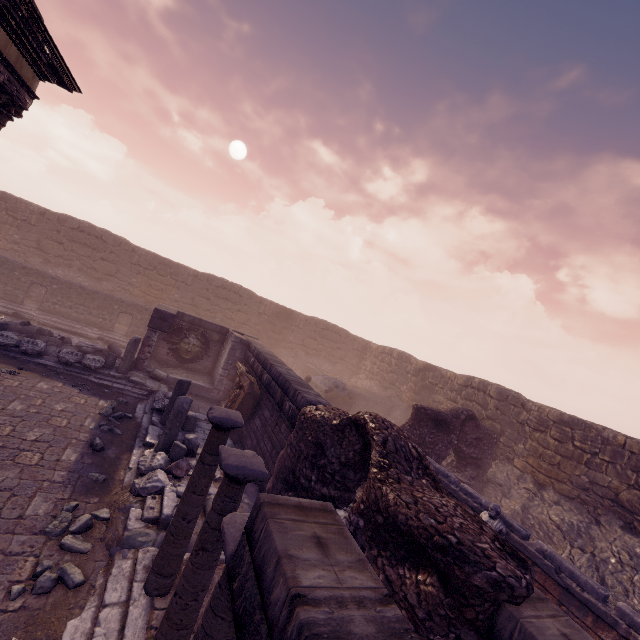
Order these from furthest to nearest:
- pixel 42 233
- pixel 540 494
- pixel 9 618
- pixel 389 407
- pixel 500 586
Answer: pixel 389 407
pixel 42 233
pixel 540 494
pixel 9 618
pixel 500 586

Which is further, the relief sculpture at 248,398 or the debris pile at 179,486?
the relief sculpture at 248,398

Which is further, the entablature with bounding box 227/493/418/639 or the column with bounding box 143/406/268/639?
the column with bounding box 143/406/268/639

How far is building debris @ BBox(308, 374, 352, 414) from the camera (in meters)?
17.72

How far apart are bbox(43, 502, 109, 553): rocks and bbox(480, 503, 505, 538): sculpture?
7.4 meters

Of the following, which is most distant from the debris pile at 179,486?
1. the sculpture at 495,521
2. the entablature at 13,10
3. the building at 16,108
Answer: the entablature at 13,10

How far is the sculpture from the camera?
7.05m

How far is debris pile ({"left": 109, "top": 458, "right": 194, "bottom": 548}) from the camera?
5.4 meters
